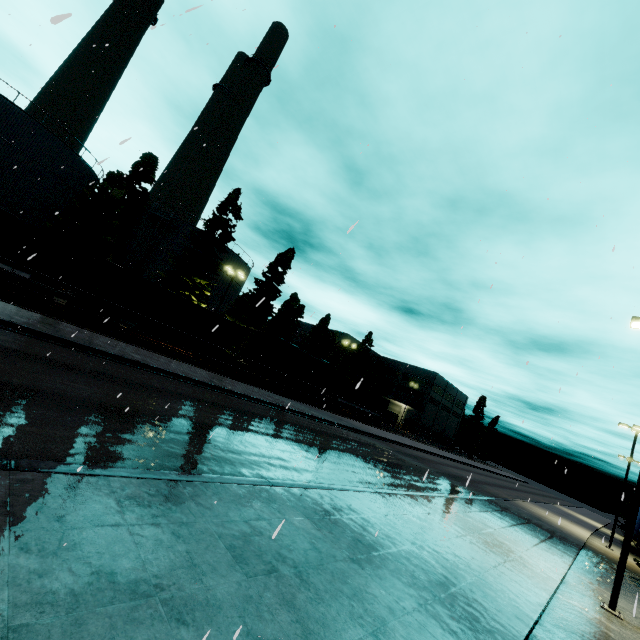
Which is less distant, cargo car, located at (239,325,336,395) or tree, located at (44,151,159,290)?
tree, located at (44,151,159,290)

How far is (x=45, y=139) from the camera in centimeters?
2936cm

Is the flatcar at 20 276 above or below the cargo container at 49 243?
below

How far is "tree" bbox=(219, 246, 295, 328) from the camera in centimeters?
4066cm

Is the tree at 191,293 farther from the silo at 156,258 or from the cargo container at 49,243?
the cargo container at 49,243

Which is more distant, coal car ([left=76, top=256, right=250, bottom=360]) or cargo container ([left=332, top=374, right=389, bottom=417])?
cargo container ([left=332, top=374, right=389, bottom=417])

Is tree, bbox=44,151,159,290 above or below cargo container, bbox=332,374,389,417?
above

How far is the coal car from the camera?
20.6m
